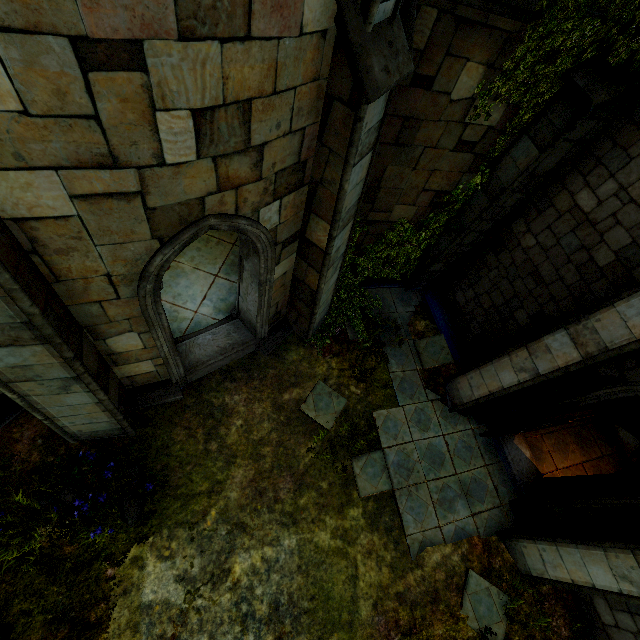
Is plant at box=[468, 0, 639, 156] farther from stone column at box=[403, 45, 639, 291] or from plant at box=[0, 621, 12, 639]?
plant at box=[0, 621, 12, 639]

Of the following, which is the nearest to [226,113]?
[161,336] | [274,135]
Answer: [274,135]

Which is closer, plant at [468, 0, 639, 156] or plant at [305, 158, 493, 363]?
plant at [468, 0, 639, 156]

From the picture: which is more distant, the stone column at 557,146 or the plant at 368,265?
the plant at 368,265

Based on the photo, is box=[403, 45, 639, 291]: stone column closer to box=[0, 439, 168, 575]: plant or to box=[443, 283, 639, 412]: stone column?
box=[443, 283, 639, 412]: stone column

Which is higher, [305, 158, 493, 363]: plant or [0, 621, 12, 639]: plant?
[305, 158, 493, 363]: plant

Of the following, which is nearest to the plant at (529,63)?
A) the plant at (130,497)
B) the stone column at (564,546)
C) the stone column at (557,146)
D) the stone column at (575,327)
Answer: the stone column at (557,146)

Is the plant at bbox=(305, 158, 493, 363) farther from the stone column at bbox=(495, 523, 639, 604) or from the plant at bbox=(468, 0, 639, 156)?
the stone column at bbox=(495, 523, 639, 604)
